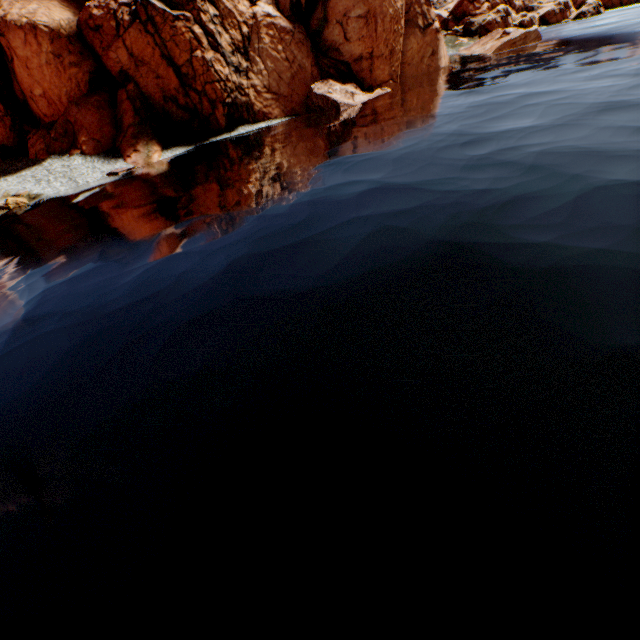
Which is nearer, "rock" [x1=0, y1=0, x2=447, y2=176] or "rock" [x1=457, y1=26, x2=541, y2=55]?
"rock" [x1=0, y1=0, x2=447, y2=176]

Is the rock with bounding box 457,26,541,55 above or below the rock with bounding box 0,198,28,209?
above

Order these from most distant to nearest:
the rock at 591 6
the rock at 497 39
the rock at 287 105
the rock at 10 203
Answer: the rock at 591 6, the rock at 497 39, the rock at 287 105, the rock at 10 203

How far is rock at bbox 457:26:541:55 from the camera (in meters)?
47.66

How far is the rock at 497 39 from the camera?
47.7 meters

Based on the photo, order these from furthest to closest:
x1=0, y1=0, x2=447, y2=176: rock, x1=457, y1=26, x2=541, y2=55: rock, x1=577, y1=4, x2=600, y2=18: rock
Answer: x1=577, y1=4, x2=600, y2=18: rock < x1=457, y1=26, x2=541, y2=55: rock < x1=0, y1=0, x2=447, y2=176: rock

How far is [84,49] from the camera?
36.8m
